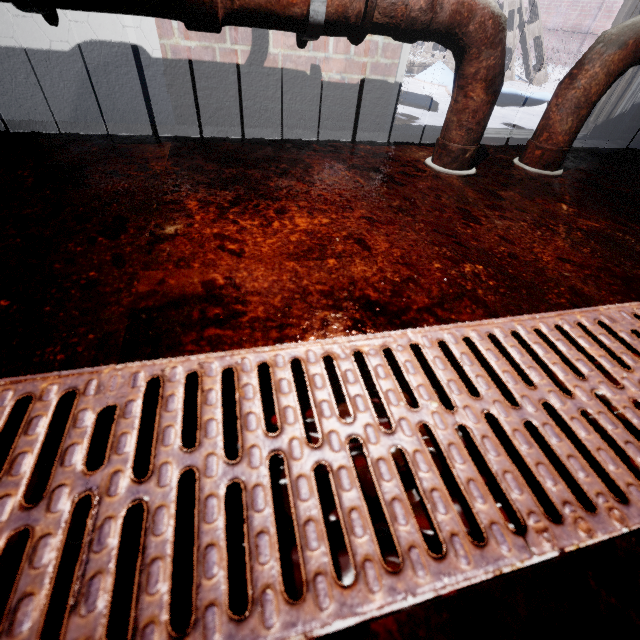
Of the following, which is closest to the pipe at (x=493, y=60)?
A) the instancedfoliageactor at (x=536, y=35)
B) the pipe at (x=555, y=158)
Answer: the pipe at (x=555, y=158)

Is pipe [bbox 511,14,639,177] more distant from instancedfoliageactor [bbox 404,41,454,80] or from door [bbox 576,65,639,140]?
instancedfoliageactor [bbox 404,41,454,80]

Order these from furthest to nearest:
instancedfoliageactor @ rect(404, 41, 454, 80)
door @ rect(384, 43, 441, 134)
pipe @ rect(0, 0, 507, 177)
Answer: instancedfoliageactor @ rect(404, 41, 454, 80)
door @ rect(384, 43, 441, 134)
pipe @ rect(0, 0, 507, 177)

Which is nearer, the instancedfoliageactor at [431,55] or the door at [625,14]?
the door at [625,14]

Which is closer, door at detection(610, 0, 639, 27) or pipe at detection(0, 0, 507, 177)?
pipe at detection(0, 0, 507, 177)

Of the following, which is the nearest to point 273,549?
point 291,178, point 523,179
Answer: point 291,178

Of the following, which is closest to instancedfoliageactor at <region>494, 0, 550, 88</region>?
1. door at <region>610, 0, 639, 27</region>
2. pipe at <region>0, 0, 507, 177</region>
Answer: door at <region>610, 0, 639, 27</region>

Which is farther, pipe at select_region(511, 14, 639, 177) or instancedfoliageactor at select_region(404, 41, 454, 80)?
instancedfoliageactor at select_region(404, 41, 454, 80)
